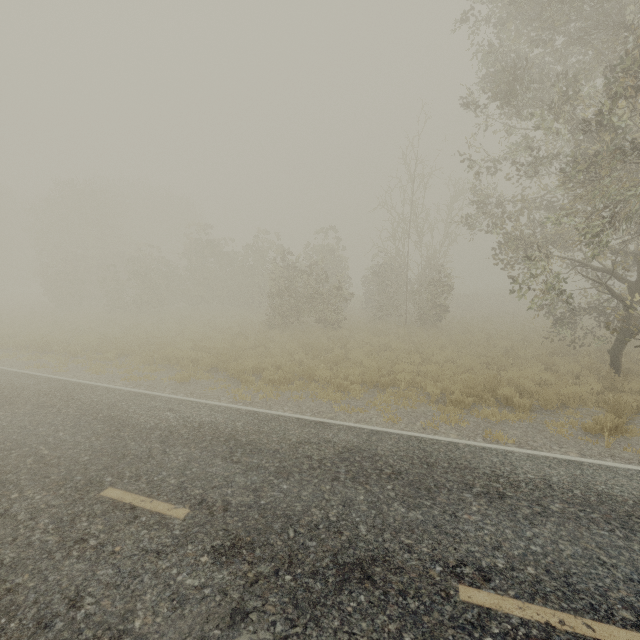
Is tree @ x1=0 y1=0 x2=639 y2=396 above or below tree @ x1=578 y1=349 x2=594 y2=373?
above

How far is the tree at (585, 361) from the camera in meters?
11.5 m

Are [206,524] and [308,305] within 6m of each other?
no

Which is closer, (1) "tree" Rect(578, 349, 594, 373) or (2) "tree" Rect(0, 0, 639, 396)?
(2) "tree" Rect(0, 0, 639, 396)

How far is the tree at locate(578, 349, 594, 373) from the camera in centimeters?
1154cm

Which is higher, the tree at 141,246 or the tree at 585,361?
the tree at 141,246
